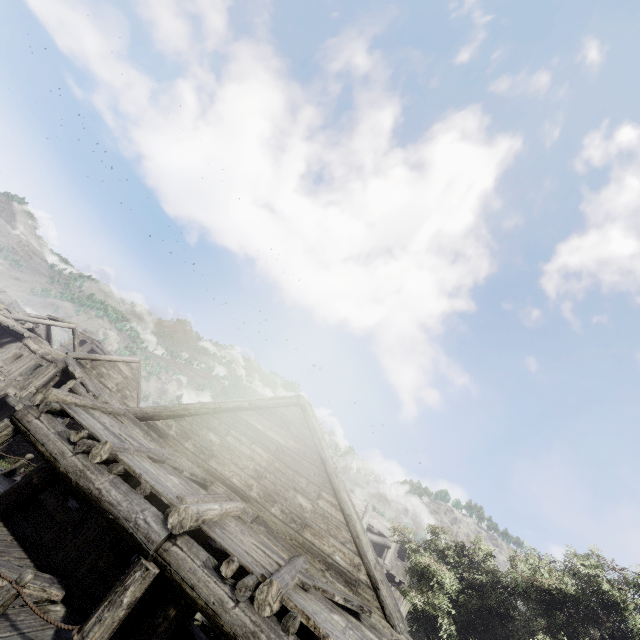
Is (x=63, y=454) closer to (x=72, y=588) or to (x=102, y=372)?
(x=72, y=588)
